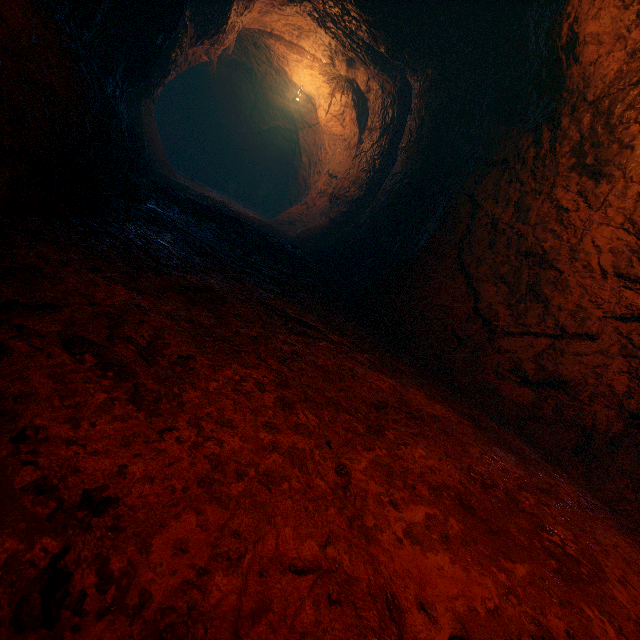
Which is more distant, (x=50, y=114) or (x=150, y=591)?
(x=50, y=114)
